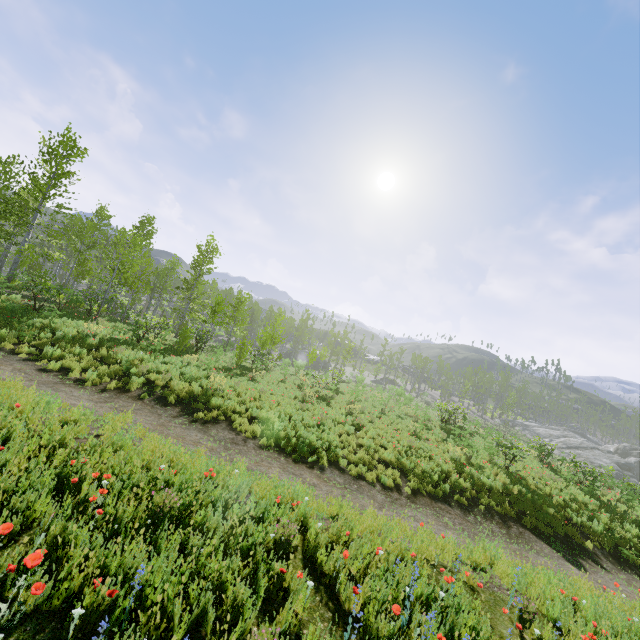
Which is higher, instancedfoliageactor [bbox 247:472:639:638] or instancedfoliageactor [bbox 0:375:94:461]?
instancedfoliageactor [bbox 0:375:94:461]

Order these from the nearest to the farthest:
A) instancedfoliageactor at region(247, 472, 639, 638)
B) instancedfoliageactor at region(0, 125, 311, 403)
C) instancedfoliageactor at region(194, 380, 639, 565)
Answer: instancedfoliageactor at region(247, 472, 639, 638) → instancedfoliageactor at region(194, 380, 639, 565) → instancedfoliageactor at region(0, 125, 311, 403)

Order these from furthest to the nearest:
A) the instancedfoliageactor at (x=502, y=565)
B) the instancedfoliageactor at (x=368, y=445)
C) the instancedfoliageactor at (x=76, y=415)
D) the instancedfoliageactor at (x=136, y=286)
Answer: the instancedfoliageactor at (x=136, y=286), the instancedfoliageactor at (x=368, y=445), the instancedfoliageactor at (x=502, y=565), the instancedfoliageactor at (x=76, y=415)

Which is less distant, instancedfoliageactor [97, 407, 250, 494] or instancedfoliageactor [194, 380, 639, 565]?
instancedfoliageactor [97, 407, 250, 494]

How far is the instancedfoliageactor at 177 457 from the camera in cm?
549

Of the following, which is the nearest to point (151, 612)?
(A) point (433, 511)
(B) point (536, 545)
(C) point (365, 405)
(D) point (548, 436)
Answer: (A) point (433, 511)

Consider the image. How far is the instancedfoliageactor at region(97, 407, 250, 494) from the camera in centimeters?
549cm
